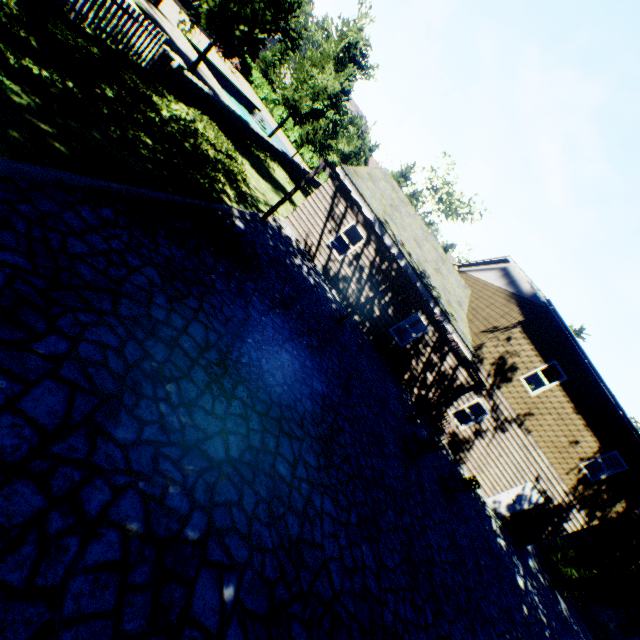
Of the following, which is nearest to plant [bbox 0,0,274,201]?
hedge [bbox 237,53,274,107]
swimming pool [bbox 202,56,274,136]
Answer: swimming pool [bbox 202,56,274,136]

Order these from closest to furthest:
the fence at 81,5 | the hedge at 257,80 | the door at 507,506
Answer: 1. the fence at 81,5
2. the door at 507,506
3. the hedge at 257,80

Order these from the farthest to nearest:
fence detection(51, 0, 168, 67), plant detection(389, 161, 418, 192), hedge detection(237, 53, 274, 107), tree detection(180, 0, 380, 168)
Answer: hedge detection(237, 53, 274, 107), plant detection(389, 161, 418, 192), tree detection(180, 0, 380, 168), fence detection(51, 0, 168, 67)

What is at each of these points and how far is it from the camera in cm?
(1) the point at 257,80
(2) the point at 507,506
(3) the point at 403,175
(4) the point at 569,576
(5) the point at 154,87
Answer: (1) hedge, 4038
(2) door, 1591
(3) plant, 3691
(4) plant, 1662
(5) plant, 1050

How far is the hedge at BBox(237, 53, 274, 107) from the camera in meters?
40.2 m

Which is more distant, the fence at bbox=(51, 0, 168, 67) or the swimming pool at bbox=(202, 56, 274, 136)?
the swimming pool at bbox=(202, 56, 274, 136)

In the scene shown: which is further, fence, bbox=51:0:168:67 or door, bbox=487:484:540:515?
door, bbox=487:484:540:515

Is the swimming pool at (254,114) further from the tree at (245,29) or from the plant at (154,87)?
the plant at (154,87)
